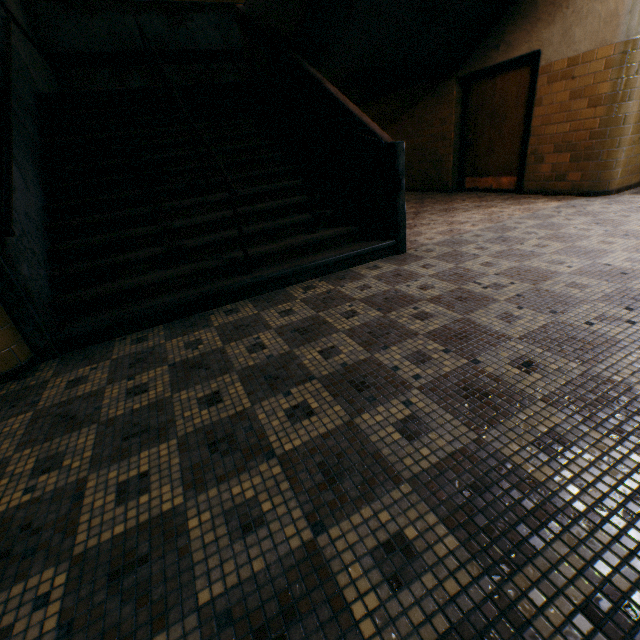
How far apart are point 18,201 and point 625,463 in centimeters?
449cm

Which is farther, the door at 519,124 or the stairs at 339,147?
the door at 519,124

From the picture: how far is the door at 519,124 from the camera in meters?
5.7 m

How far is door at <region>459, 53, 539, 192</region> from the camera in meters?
5.7

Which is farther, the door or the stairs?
the door
